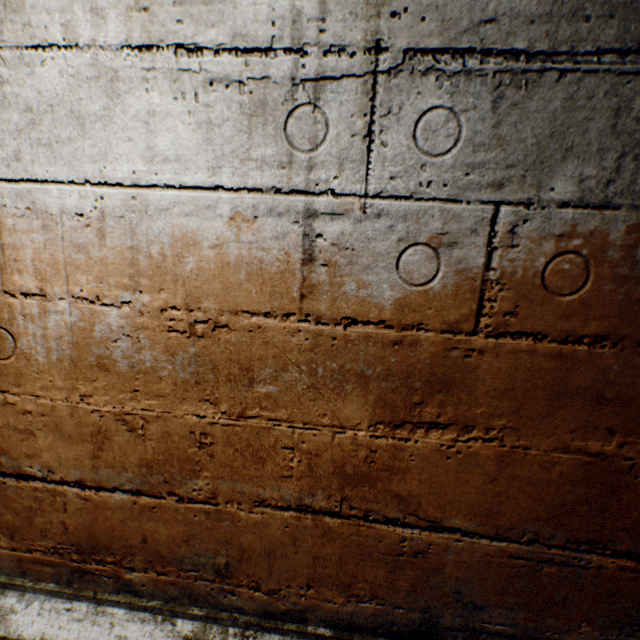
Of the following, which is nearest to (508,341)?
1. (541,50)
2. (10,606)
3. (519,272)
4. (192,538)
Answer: (519,272)
